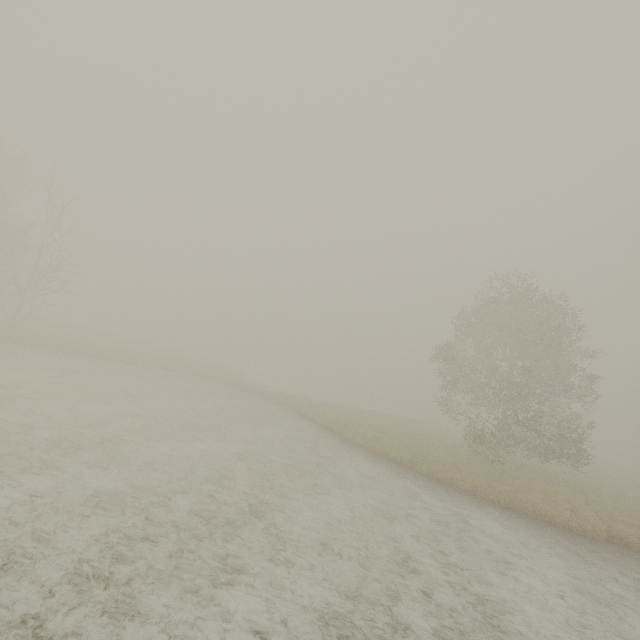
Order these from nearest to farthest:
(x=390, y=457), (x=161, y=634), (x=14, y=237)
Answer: (x=161, y=634)
(x=390, y=457)
(x=14, y=237)

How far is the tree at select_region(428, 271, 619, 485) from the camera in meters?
19.0

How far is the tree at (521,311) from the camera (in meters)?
19.05
